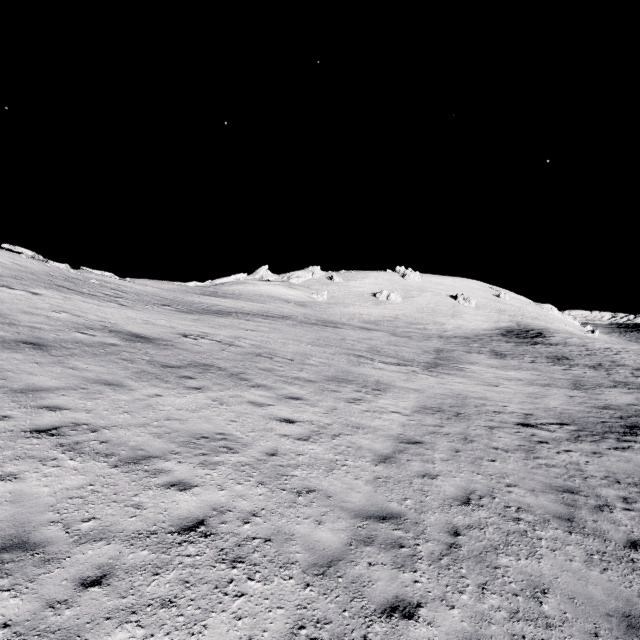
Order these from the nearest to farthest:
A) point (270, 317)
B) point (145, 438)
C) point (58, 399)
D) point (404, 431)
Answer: point (145, 438) → point (58, 399) → point (404, 431) → point (270, 317)
